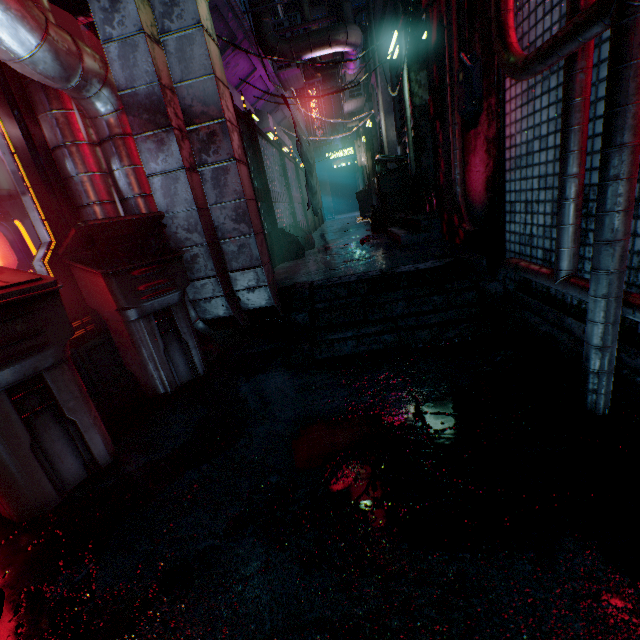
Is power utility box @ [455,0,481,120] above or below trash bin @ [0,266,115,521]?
above

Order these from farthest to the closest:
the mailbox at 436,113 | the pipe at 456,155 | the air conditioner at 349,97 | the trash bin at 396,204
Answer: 1. the air conditioner at 349,97
2. the trash bin at 396,204
3. the mailbox at 436,113
4. the pipe at 456,155

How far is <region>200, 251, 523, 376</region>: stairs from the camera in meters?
2.2

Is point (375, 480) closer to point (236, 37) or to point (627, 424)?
point (627, 424)

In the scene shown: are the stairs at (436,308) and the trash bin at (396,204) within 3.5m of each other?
yes

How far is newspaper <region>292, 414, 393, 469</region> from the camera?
1.3 meters

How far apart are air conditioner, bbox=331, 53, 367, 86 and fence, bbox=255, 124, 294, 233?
2.63m

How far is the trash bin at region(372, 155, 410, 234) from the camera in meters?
4.9 m
